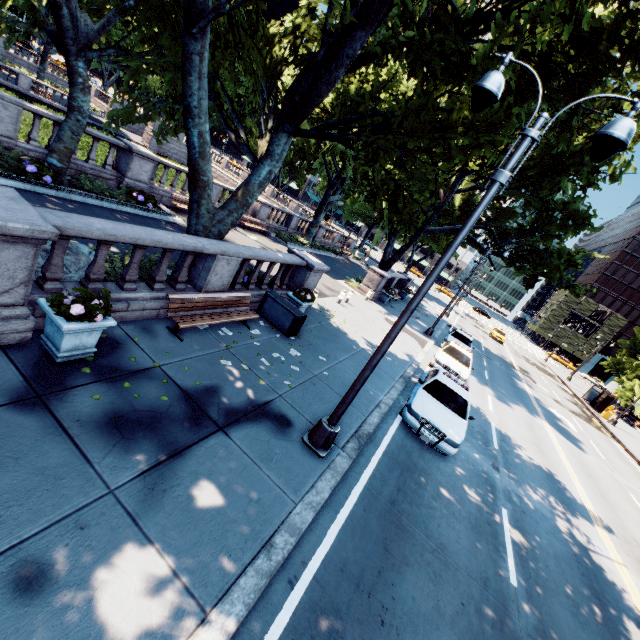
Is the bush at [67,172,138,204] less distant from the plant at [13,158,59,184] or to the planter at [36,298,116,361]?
the plant at [13,158,59,184]

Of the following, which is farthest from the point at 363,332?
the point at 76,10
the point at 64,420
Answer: the point at 76,10

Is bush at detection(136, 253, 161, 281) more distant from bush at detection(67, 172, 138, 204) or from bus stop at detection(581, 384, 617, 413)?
bus stop at detection(581, 384, 617, 413)

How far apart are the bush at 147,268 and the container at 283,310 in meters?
2.9

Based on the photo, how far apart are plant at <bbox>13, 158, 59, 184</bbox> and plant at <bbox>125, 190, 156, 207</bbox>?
2.8m

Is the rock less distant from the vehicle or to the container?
the container

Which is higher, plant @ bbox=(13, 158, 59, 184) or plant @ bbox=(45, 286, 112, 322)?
plant @ bbox=(45, 286, 112, 322)

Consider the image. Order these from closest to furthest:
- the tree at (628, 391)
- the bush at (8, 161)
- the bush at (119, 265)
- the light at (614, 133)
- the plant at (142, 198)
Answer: the light at (614, 133) < the bush at (119, 265) < the bush at (8, 161) < the plant at (142, 198) < the tree at (628, 391)
